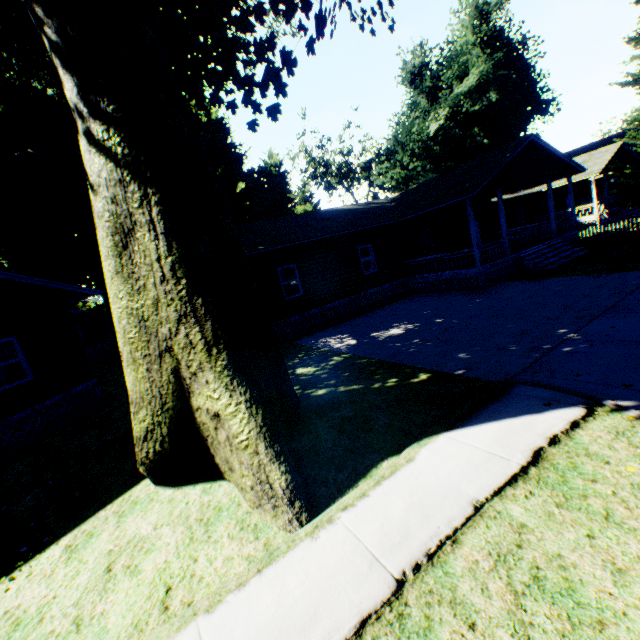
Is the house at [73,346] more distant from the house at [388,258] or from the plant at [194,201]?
the house at [388,258]

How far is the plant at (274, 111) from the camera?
16.7 meters

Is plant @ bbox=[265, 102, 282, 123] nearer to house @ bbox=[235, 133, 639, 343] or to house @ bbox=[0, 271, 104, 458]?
house @ bbox=[0, 271, 104, 458]

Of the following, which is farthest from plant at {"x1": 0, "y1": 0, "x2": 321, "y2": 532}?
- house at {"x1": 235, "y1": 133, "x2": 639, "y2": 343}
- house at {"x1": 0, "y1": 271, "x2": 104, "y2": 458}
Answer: house at {"x1": 235, "y1": 133, "x2": 639, "y2": 343}

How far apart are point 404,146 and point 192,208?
43.60m
